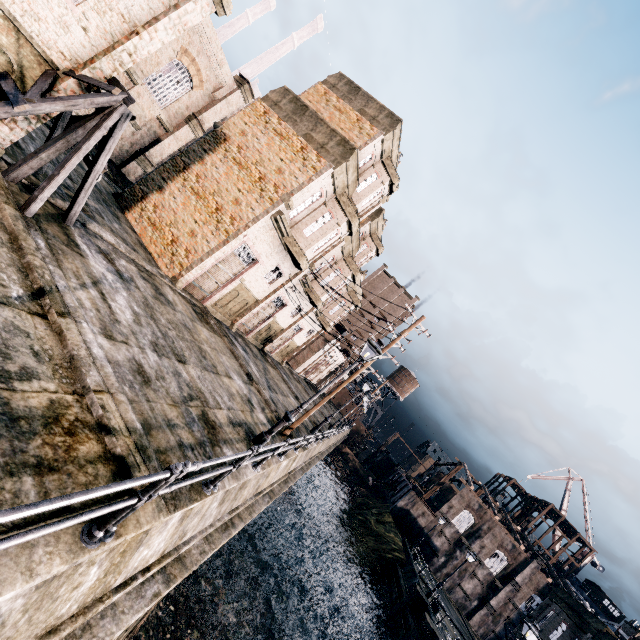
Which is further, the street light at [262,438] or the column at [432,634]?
the column at [432,634]

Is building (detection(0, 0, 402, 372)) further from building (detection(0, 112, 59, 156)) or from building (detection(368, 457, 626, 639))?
building (detection(368, 457, 626, 639))

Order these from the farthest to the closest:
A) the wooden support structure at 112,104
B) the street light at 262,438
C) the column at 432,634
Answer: the column at 432,634, the street light at 262,438, the wooden support structure at 112,104

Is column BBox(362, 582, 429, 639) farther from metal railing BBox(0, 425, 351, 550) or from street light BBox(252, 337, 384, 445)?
street light BBox(252, 337, 384, 445)

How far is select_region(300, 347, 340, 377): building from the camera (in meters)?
54.61

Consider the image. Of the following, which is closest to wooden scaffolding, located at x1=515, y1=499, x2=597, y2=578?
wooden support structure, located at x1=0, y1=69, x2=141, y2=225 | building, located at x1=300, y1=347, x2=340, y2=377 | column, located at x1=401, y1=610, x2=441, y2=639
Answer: building, located at x1=300, y1=347, x2=340, y2=377

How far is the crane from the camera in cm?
5791

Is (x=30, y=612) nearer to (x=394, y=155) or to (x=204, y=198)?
(x=204, y=198)
